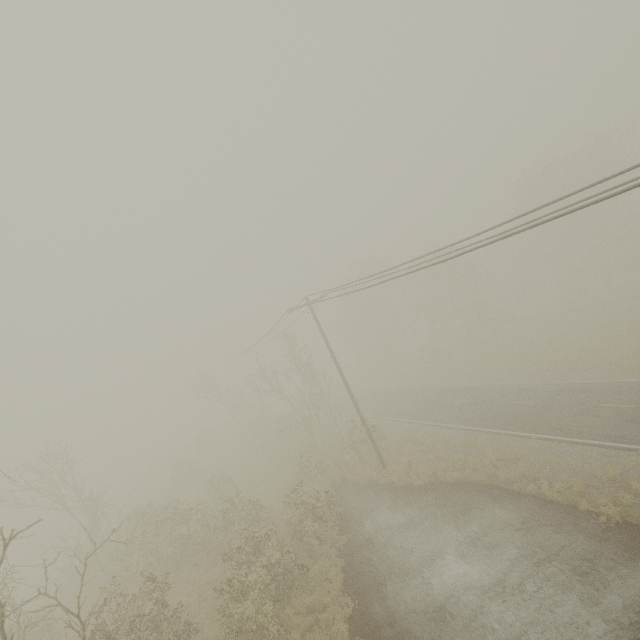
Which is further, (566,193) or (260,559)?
(566,193)
